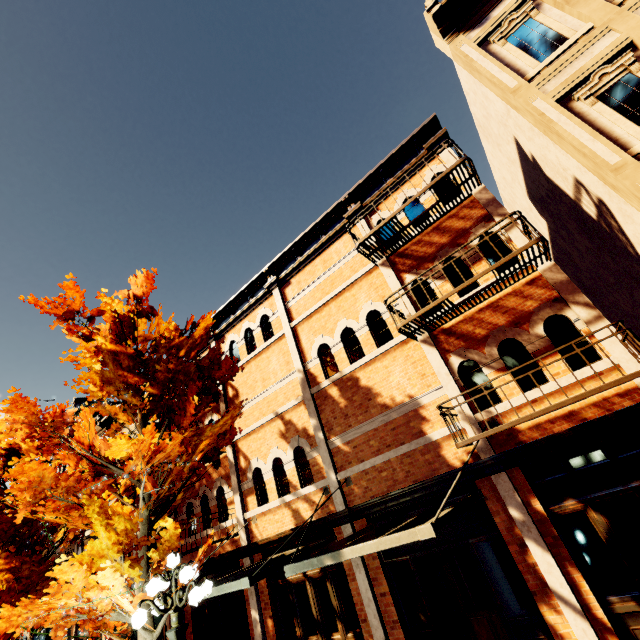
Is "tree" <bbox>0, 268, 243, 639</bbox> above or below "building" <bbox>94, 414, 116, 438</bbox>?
below

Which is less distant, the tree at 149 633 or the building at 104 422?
the tree at 149 633

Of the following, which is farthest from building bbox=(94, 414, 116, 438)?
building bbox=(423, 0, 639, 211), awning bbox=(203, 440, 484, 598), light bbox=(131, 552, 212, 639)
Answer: light bbox=(131, 552, 212, 639)

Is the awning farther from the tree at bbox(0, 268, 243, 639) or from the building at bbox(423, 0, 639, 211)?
the building at bbox(423, 0, 639, 211)

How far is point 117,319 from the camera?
7.8m

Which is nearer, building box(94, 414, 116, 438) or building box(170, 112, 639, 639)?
building box(170, 112, 639, 639)

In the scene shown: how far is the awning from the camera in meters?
4.7
